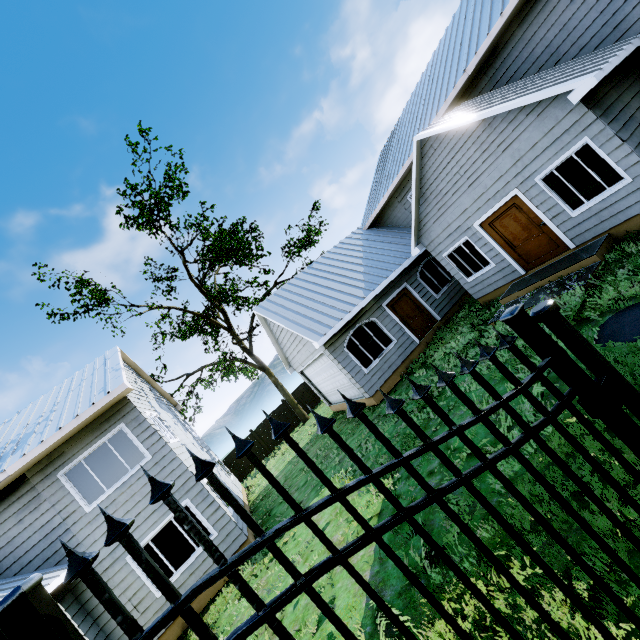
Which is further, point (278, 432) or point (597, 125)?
point (597, 125)

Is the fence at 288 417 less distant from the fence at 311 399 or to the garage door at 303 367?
the fence at 311 399

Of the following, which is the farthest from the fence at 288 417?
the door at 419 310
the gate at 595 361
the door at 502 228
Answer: the gate at 595 361

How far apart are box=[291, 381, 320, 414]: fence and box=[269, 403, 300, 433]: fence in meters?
0.6 m

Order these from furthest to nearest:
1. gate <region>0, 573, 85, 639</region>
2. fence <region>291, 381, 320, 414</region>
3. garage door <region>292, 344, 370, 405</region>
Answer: fence <region>291, 381, 320, 414</region>
garage door <region>292, 344, 370, 405</region>
gate <region>0, 573, 85, 639</region>

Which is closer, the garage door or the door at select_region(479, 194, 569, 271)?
the door at select_region(479, 194, 569, 271)

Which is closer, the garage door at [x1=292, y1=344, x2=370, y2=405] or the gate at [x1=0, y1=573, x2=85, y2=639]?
the gate at [x1=0, y1=573, x2=85, y2=639]

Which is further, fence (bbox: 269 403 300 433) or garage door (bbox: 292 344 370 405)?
fence (bbox: 269 403 300 433)
